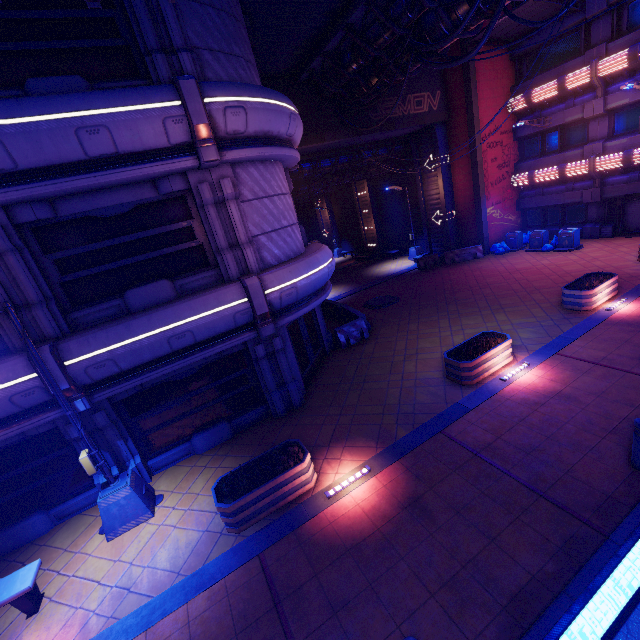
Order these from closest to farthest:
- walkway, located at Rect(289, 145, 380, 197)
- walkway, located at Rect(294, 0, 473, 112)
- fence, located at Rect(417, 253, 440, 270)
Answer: walkway, located at Rect(294, 0, 473, 112)
walkway, located at Rect(289, 145, 380, 197)
fence, located at Rect(417, 253, 440, 270)

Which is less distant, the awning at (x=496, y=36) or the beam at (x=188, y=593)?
the beam at (x=188, y=593)

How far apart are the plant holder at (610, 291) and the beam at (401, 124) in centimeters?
1333cm

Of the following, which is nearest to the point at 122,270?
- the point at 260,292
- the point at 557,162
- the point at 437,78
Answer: the point at 260,292

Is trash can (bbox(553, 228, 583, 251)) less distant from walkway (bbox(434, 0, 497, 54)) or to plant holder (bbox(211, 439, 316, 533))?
walkway (bbox(434, 0, 497, 54))

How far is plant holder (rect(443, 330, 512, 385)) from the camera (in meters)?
9.40

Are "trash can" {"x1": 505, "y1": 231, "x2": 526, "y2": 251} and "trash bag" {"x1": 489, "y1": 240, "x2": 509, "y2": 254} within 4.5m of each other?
yes

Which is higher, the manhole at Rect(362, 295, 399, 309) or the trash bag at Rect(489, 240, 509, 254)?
→ the trash bag at Rect(489, 240, 509, 254)
